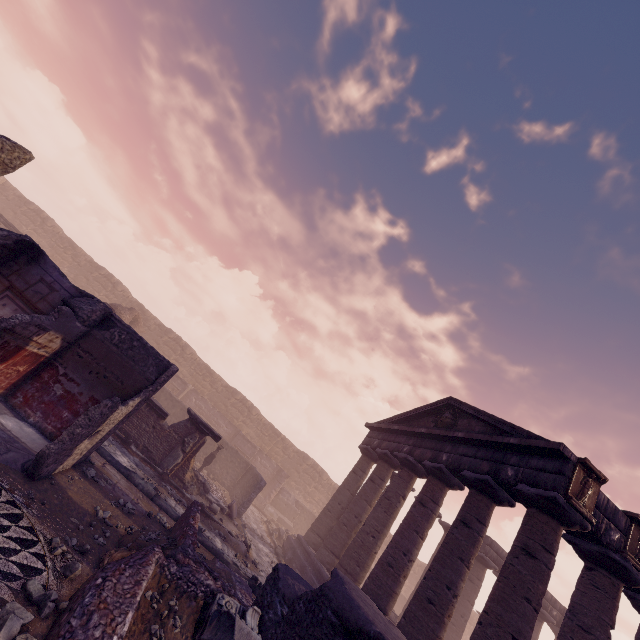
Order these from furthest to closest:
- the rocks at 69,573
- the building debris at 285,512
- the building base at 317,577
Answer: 1. the building debris at 285,512
2. the building base at 317,577
3. the rocks at 69,573

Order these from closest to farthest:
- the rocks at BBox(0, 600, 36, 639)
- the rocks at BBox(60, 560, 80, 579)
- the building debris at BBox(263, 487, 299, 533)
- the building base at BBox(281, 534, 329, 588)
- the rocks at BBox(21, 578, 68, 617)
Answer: the rocks at BBox(0, 600, 36, 639), the rocks at BBox(21, 578, 68, 617), the rocks at BBox(60, 560, 80, 579), the building base at BBox(281, 534, 329, 588), the building debris at BBox(263, 487, 299, 533)

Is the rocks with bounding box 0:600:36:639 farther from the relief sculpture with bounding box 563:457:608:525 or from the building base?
the relief sculpture with bounding box 563:457:608:525

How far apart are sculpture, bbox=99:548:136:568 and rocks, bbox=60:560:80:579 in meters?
0.5

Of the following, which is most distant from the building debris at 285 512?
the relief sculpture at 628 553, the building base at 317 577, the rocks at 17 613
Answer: the rocks at 17 613

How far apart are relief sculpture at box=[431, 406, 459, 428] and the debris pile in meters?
8.8 m

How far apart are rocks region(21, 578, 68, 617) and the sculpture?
0.9 meters

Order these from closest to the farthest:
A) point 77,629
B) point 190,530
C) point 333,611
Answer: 1. point 77,629
2. point 333,611
3. point 190,530
